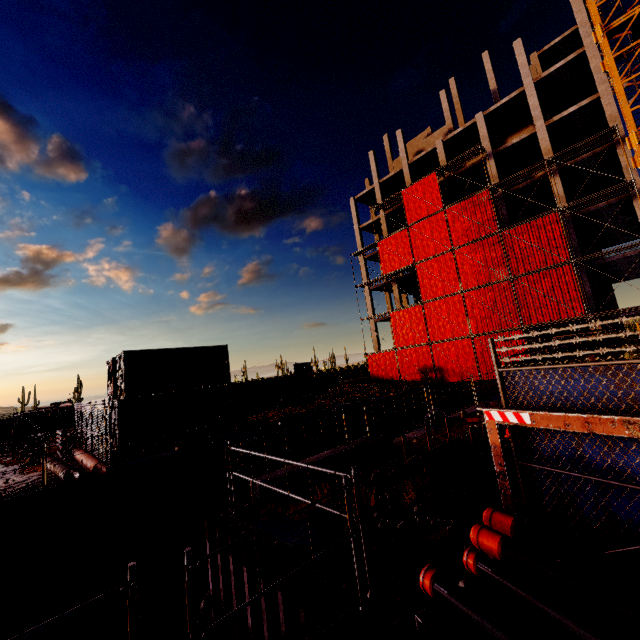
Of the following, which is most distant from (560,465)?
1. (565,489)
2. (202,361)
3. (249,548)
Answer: (202,361)

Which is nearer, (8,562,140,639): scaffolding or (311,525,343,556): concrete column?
(8,562,140,639): scaffolding

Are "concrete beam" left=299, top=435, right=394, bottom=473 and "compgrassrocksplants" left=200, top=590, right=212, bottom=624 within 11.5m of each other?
yes

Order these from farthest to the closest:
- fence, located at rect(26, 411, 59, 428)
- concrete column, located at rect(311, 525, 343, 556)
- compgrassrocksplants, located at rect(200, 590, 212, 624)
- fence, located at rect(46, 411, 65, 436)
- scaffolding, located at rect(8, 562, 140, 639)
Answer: fence, located at rect(46, 411, 65, 436) < fence, located at rect(26, 411, 59, 428) < compgrassrocksplants, located at rect(200, 590, 212, 624) < concrete column, located at rect(311, 525, 343, 556) < scaffolding, located at rect(8, 562, 140, 639)

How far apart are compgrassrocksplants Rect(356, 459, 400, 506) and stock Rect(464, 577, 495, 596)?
2.7m

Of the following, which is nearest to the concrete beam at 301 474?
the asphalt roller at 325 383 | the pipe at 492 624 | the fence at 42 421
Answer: the pipe at 492 624

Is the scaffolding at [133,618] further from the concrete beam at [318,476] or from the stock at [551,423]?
the stock at [551,423]

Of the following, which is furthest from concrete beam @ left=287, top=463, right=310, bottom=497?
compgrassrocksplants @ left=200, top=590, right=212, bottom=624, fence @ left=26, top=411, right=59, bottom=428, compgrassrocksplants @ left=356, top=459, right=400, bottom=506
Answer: fence @ left=26, top=411, right=59, bottom=428
